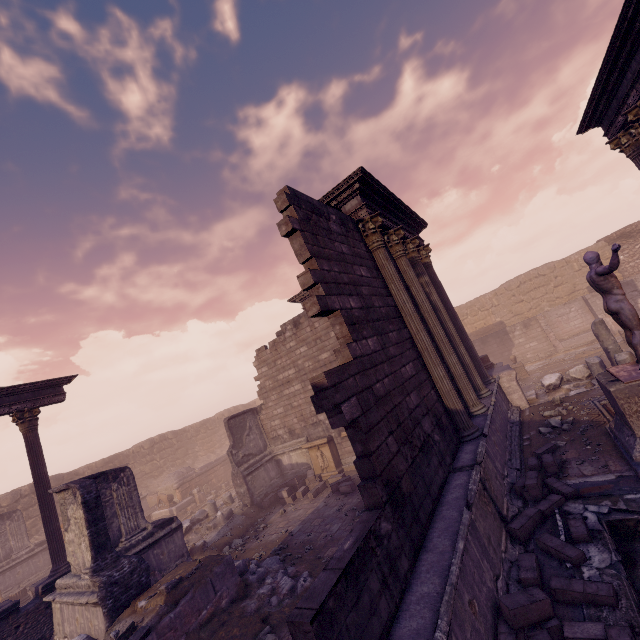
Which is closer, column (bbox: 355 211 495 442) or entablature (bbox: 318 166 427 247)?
column (bbox: 355 211 495 442)

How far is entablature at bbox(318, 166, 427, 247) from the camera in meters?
7.7 m

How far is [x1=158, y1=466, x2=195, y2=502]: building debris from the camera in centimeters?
2027cm

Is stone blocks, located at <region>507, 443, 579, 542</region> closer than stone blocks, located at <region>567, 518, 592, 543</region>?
No

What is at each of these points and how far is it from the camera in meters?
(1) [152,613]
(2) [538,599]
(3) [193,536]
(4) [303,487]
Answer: (1) debris pile, 6.7
(2) stone blocks, 3.5
(3) building debris, 13.6
(4) stone blocks, 13.3

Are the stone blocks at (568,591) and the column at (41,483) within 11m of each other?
no

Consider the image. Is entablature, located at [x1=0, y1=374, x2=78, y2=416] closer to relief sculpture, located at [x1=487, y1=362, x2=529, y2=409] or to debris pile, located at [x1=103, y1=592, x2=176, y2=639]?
debris pile, located at [x1=103, y1=592, x2=176, y2=639]

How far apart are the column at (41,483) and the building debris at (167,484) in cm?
933
